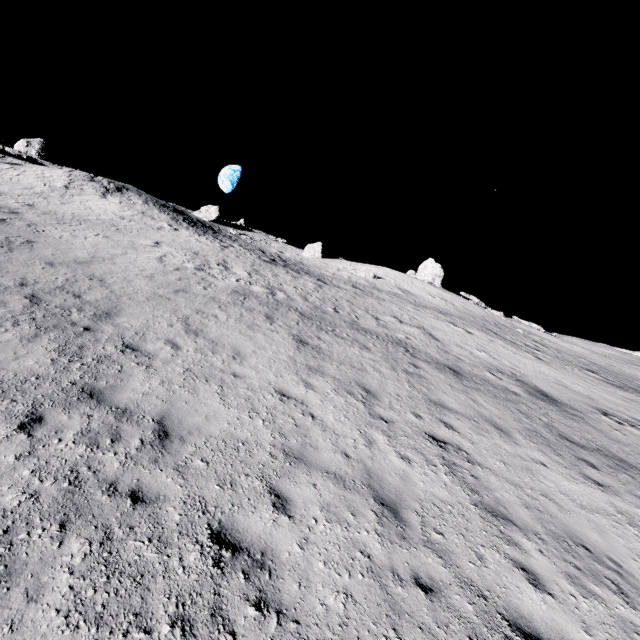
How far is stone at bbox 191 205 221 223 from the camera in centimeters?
4275cm

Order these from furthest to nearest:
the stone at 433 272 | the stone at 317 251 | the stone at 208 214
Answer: the stone at 317 251, the stone at 208 214, the stone at 433 272

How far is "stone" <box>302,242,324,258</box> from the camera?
A: 44.19m

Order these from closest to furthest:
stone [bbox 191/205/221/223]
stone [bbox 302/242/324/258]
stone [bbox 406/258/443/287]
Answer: stone [bbox 406/258/443/287], stone [bbox 191/205/221/223], stone [bbox 302/242/324/258]

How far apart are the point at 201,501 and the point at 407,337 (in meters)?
13.96

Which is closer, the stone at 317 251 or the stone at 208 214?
the stone at 208 214

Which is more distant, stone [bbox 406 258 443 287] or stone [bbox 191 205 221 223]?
stone [bbox 191 205 221 223]

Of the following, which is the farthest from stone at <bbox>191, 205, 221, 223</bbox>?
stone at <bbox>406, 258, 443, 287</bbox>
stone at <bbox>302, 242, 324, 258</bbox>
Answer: stone at <bbox>406, 258, 443, 287</bbox>
